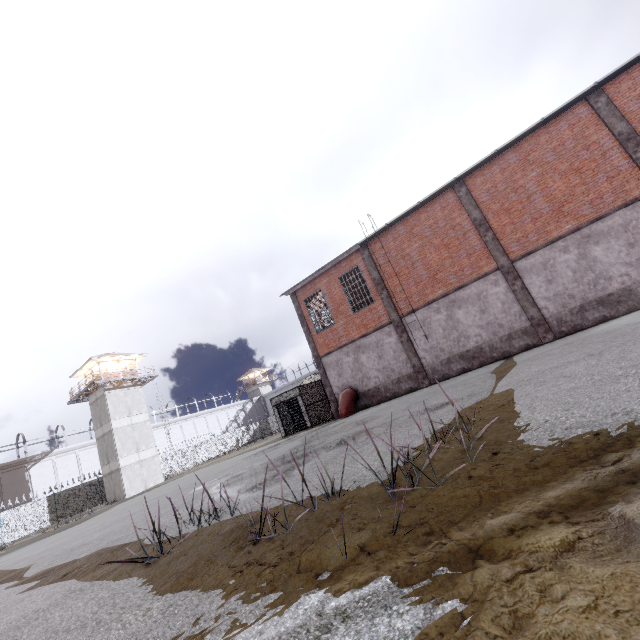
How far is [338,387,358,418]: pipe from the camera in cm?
1814

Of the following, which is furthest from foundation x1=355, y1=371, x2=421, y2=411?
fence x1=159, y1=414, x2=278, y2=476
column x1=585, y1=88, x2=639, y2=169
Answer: fence x1=159, y1=414, x2=278, y2=476

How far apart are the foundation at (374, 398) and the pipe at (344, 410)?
0.05m

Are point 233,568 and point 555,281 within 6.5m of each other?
no

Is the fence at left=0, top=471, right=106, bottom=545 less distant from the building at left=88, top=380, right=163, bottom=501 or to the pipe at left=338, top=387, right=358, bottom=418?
the building at left=88, top=380, right=163, bottom=501

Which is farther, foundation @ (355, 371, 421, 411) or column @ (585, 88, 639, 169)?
foundation @ (355, 371, 421, 411)

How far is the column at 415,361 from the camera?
17.41m

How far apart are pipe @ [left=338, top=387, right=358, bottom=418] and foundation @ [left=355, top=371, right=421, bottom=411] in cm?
5
